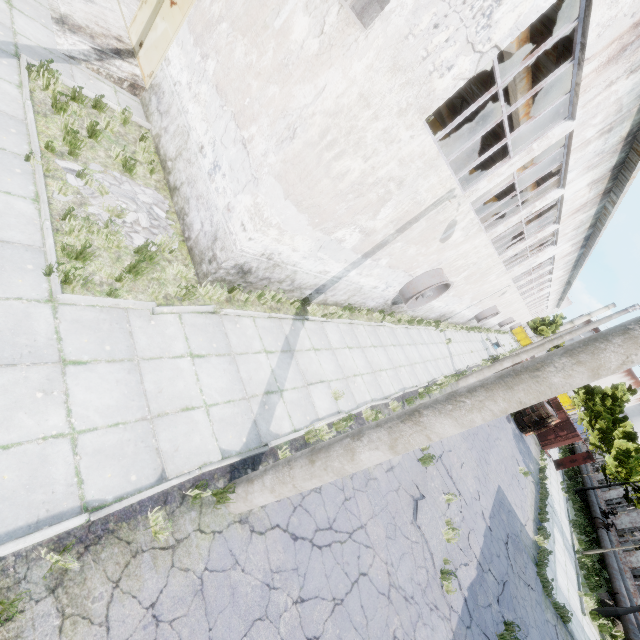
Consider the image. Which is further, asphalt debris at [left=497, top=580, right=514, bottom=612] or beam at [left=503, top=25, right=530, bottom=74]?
asphalt debris at [left=497, top=580, right=514, bottom=612]

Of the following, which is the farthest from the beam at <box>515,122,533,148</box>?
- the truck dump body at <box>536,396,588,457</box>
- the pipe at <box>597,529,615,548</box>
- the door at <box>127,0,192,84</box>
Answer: the pipe at <box>597,529,615,548</box>

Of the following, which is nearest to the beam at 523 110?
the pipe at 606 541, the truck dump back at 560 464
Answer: the truck dump back at 560 464

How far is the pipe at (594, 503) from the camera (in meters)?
25.73

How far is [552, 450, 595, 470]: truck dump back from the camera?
27.0m

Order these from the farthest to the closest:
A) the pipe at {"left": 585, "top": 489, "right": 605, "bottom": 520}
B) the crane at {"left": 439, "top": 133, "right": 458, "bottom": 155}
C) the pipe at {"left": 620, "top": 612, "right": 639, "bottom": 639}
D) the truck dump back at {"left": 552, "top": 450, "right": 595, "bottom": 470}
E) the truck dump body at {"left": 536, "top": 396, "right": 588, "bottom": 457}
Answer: the truck dump body at {"left": 536, "top": 396, "right": 588, "bottom": 457}, the truck dump back at {"left": 552, "top": 450, "right": 595, "bottom": 470}, the pipe at {"left": 585, "top": 489, "right": 605, "bottom": 520}, the crane at {"left": 439, "top": 133, "right": 458, "bottom": 155}, the pipe at {"left": 620, "top": 612, "right": 639, "bottom": 639}

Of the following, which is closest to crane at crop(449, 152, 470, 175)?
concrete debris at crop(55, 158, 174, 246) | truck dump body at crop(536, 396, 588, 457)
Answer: truck dump body at crop(536, 396, 588, 457)

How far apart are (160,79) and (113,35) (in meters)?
2.69
